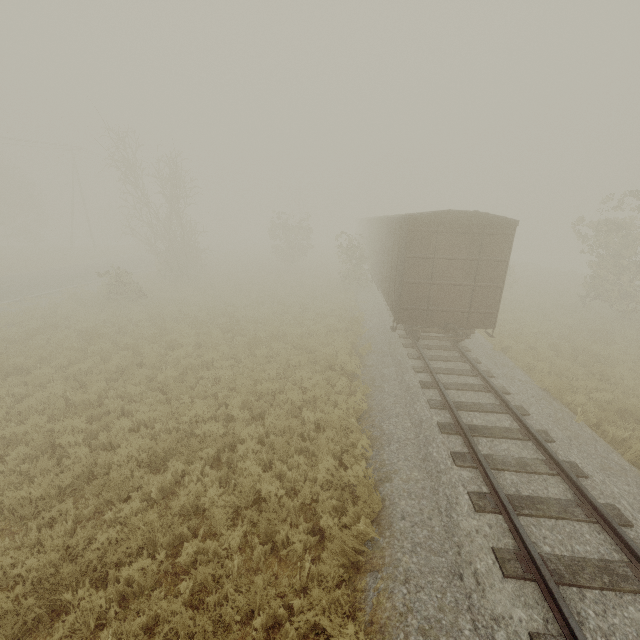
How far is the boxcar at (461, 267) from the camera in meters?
10.3 m

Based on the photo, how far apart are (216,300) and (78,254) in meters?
27.8

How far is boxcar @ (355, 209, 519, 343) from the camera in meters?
10.3 m

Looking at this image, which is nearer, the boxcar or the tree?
the boxcar

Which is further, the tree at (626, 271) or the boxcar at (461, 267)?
the tree at (626, 271)
